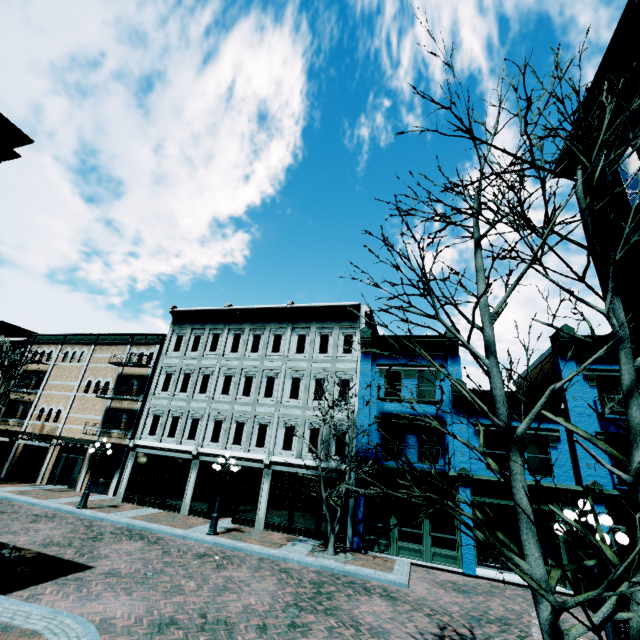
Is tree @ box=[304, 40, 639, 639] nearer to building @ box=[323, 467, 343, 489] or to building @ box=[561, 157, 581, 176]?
building @ box=[561, 157, 581, 176]

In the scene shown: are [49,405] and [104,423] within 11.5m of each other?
yes

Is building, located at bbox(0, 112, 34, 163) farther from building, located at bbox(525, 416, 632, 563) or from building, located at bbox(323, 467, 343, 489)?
building, located at bbox(323, 467, 343, 489)

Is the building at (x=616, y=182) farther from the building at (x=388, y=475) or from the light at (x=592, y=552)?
the building at (x=388, y=475)

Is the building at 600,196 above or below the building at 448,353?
above

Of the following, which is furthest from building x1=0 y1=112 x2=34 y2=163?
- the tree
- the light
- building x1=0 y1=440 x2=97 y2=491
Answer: building x1=0 y1=440 x2=97 y2=491

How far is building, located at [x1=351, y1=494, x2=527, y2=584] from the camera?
14.32m
